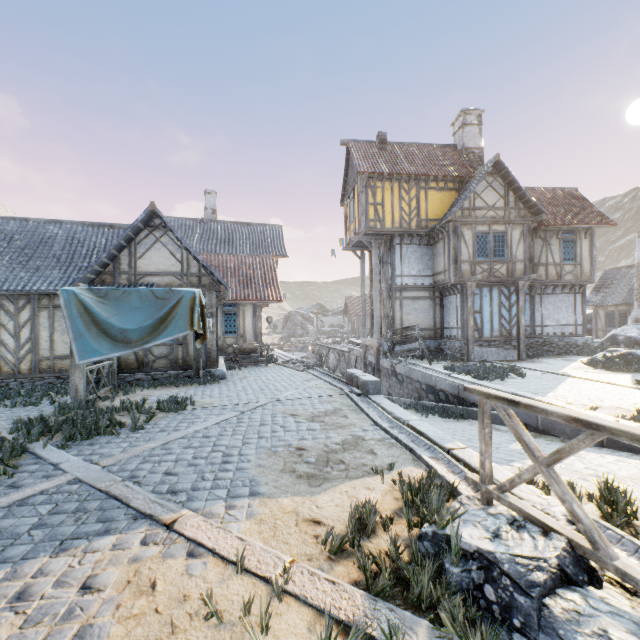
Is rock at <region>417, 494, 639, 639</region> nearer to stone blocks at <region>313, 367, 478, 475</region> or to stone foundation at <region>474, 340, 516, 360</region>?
stone blocks at <region>313, 367, 478, 475</region>

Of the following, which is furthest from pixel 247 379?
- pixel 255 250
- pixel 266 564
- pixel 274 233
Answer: pixel 274 233

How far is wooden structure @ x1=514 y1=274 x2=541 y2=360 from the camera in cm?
1531

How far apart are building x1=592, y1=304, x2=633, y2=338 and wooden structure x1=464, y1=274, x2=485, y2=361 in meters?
16.5

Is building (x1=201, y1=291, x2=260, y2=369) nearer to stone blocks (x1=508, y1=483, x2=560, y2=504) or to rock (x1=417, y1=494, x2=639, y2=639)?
stone blocks (x1=508, y1=483, x2=560, y2=504)

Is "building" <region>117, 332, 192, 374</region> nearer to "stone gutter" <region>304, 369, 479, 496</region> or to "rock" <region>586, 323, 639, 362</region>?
"rock" <region>586, 323, 639, 362</region>

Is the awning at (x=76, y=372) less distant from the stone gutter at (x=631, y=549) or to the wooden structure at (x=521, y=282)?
the stone gutter at (x=631, y=549)

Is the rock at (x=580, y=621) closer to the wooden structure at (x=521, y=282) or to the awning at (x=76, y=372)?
the wooden structure at (x=521, y=282)
